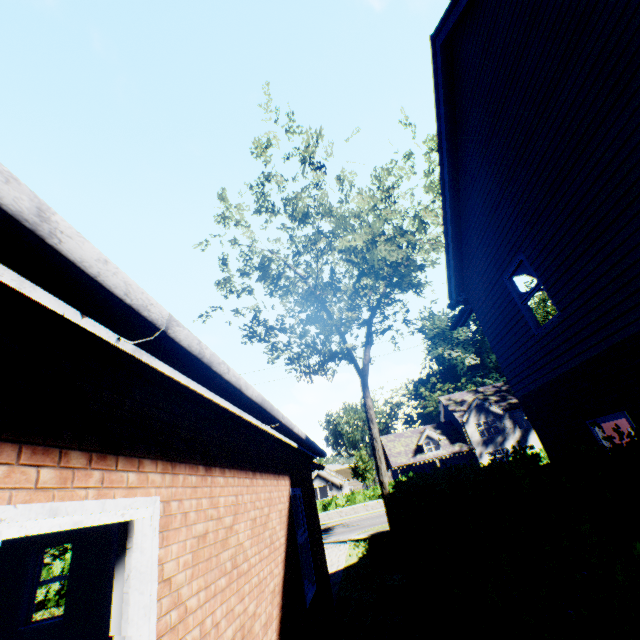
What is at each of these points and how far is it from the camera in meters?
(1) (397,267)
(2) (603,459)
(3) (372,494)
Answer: (1) tree, 19.4 m
(2) hedge, 2.2 m
(3) hedge, 30.9 m

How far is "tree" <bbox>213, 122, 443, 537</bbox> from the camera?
14.2 meters

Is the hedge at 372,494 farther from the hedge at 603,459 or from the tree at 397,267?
the hedge at 603,459

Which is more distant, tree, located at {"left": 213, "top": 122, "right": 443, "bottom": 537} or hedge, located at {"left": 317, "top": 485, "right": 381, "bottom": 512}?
hedge, located at {"left": 317, "top": 485, "right": 381, "bottom": 512}

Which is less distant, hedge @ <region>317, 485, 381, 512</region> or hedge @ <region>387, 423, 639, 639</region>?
hedge @ <region>387, 423, 639, 639</region>

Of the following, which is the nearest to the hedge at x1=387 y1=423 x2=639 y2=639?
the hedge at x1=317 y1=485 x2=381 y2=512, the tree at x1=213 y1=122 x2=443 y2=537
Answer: the tree at x1=213 y1=122 x2=443 y2=537
